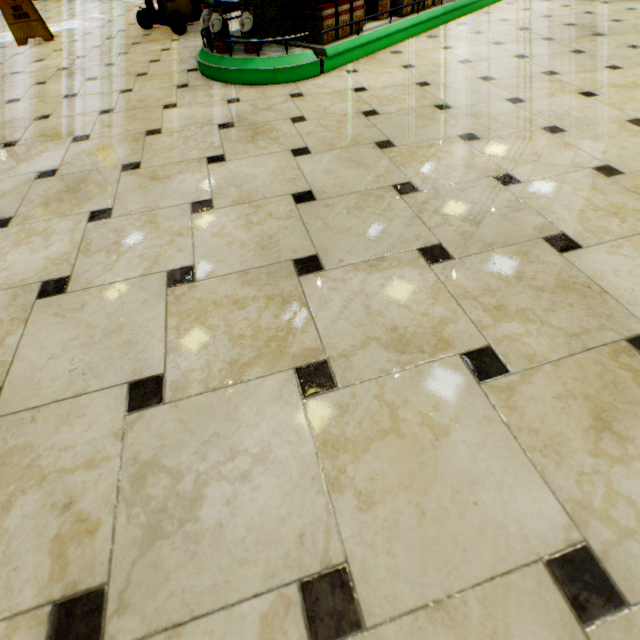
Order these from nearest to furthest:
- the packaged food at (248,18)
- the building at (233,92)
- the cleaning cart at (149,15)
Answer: the building at (233,92) → the packaged food at (248,18) → the cleaning cart at (149,15)

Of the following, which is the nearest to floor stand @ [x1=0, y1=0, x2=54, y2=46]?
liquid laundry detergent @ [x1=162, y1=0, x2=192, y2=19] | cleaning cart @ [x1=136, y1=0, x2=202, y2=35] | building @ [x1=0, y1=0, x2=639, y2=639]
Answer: building @ [x1=0, y1=0, x2=639, y2=639]

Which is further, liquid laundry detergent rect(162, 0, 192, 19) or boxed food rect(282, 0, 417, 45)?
liquid laundry detergent rect(162, 0, 192, 19)

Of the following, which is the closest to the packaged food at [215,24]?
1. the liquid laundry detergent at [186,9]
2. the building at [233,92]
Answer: the building at [233,92]

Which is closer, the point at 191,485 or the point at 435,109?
the point at 191,485

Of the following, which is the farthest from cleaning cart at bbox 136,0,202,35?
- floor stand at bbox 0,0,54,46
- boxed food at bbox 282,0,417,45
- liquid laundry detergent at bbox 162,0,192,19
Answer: boxed food at bbox 282,0,417,45

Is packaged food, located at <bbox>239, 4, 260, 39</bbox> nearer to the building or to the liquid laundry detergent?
the building

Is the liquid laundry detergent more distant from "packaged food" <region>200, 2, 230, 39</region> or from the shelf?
"packaged food" <region>200, 2, 230, 39</region>
